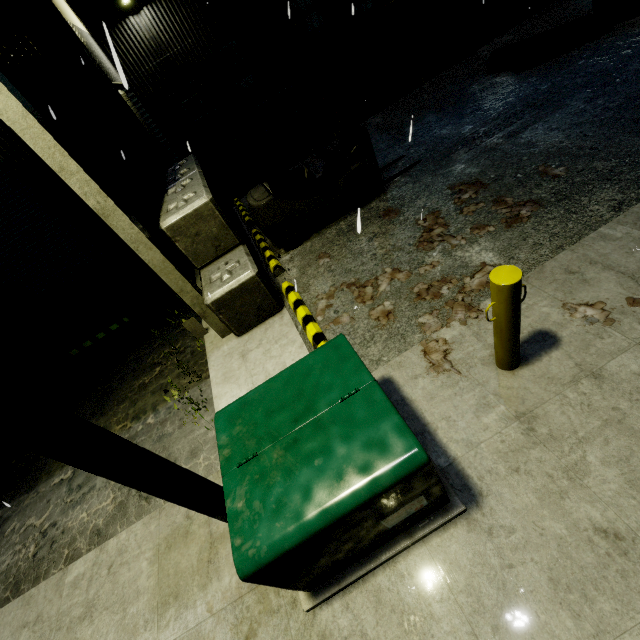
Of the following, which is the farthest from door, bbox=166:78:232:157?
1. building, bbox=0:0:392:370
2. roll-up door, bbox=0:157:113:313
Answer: roll-up door, bbox=0:157:113:313

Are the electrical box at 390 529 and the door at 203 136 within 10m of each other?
no

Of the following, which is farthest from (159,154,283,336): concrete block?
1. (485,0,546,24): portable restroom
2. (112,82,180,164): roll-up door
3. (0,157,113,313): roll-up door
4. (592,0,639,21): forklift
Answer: (485,0,546,24): portable restroom

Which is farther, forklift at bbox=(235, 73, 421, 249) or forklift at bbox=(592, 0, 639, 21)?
forklift at bbox=(592, 0, 639, 21)

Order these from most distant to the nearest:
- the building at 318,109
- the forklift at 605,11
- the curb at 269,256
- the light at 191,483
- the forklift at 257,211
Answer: the building at 318,109, the forklift at 605,11, the curb at 269,256, the forklift at 257,211, the light at 191,483

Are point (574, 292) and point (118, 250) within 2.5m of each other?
no

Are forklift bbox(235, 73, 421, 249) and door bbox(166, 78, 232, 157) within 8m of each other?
no

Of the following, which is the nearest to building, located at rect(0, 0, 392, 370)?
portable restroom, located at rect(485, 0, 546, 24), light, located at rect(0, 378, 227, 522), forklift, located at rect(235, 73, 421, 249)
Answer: portable restroom, located at rect(485, 0, 546, 24)
